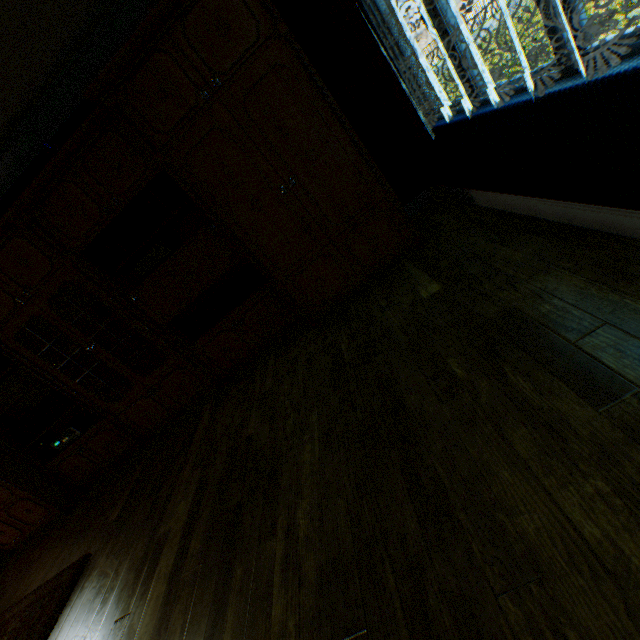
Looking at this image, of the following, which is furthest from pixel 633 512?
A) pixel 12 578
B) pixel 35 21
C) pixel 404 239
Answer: pixel 12 578

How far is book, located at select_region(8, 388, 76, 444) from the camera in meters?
3.9

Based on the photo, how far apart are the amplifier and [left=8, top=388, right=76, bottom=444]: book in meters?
1.9

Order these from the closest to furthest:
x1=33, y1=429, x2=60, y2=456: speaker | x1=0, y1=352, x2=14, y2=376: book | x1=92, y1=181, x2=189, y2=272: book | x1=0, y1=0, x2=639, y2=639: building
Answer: x1=0, y1=0, x2=639, y2=639: building, x1=92, y1=181, x2=189, y2=272: book, x1=0, y1=352, x2=14, y2=376: book, x1=33, y1=429, x2=60, y2=456: speaker

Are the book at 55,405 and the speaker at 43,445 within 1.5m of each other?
yes

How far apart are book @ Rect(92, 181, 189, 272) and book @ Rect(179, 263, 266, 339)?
0.85m

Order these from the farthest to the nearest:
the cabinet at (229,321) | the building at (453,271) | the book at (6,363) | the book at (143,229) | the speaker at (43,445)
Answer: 1. the speaker at (43,445)
2. the book at (6,363)
3. the book at (143,229)
4. the cabinet at (229,321)
5. the building at (453,271)

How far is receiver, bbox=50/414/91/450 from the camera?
4.00m
